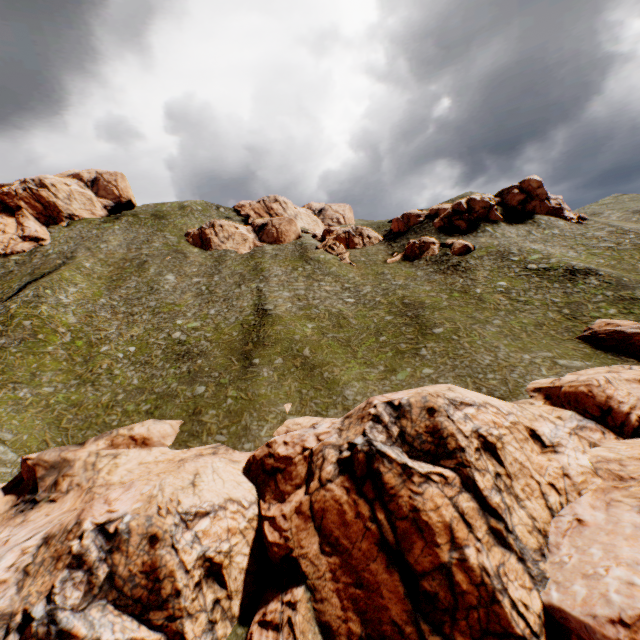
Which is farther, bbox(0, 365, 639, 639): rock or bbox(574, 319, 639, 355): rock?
bbox(574, 319, 639, 355): rock

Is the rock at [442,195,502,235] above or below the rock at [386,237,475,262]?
above

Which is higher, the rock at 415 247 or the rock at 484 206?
the rock at 484 206

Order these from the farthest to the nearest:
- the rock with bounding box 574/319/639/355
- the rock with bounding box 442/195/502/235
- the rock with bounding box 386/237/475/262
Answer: the rock with bounding box 442/195/502/235, the rock with bounding box 386/237/475/262, the rock with bounding box 574/319/639/355

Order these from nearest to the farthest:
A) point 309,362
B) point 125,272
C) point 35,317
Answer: point 309,362 < point 35,317 < point 125,272

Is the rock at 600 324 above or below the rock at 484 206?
below

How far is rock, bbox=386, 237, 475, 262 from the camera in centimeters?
5125cm
